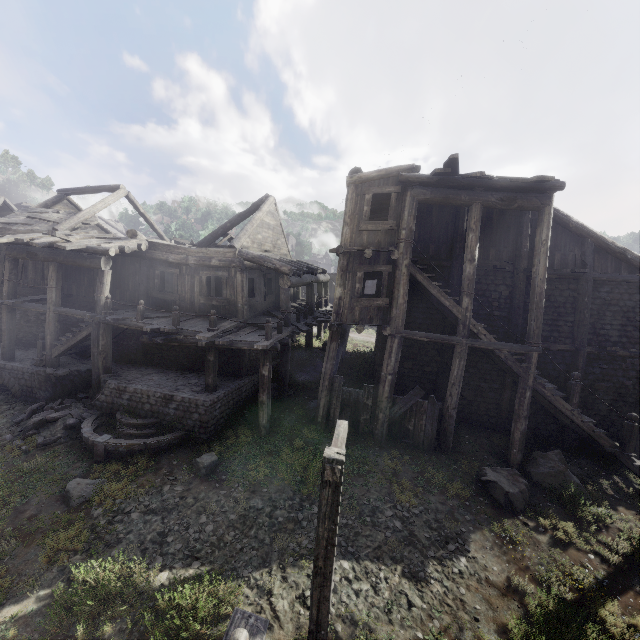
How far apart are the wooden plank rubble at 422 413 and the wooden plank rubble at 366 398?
0.5 meters

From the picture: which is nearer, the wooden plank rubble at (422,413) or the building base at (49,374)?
the wooden plank rubble at (422,413)

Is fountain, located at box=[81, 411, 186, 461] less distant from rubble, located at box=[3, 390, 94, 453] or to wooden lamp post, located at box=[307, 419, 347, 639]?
rubble, located at box=[3, 390, 94, 453]

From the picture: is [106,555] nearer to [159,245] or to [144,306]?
[144,306]

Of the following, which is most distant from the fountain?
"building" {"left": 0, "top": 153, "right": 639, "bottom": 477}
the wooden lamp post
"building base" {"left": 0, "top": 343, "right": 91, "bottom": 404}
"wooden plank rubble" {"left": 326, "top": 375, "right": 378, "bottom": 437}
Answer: the wooden lamp post

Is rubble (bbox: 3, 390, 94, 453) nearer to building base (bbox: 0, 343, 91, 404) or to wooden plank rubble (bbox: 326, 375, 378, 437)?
building base (bbox: 0, 343, 91, 404)

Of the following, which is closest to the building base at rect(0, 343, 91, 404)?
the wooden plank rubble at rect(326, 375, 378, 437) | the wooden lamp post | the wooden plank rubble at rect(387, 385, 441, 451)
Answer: the wooden plank rubble at rect(326, 375, 378, 437)

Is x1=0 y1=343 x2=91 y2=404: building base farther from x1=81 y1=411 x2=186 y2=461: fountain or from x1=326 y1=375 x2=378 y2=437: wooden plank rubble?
x1=326 y1=375 x2=378 y2=437: wooden plank rubble
